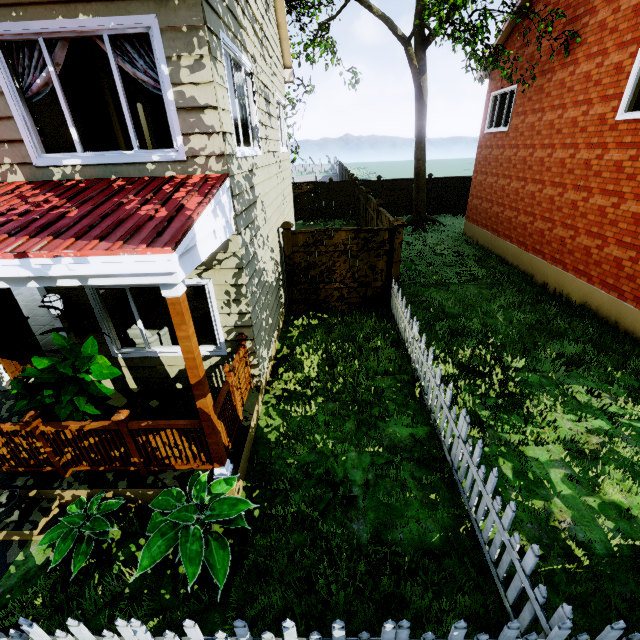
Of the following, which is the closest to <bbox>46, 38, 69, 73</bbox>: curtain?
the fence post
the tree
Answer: the fence post

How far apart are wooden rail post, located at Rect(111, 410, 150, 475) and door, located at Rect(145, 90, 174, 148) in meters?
6.3 m

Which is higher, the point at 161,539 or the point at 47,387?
the point at 47,387

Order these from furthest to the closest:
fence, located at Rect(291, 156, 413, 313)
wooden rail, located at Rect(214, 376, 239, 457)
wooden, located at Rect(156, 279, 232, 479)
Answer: fence, located at Rect(291, 156, 413, 313)
wooden rail, located at Rect(214, 376, 239, 457)
wooden, located at Rect(156, 279, 232, 479)

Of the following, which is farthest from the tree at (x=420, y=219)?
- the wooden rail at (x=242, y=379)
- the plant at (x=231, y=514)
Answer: the plant at (x=231, y=514)

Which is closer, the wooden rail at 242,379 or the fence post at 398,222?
the wooden rail at 242,379

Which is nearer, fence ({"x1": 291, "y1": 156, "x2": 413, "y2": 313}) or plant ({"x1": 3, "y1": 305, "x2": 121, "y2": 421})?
plant ({"x1": 3, "y1": 305, "x2": 121, "y2": 421})

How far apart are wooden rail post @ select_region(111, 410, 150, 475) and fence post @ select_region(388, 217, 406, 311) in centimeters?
658cm
